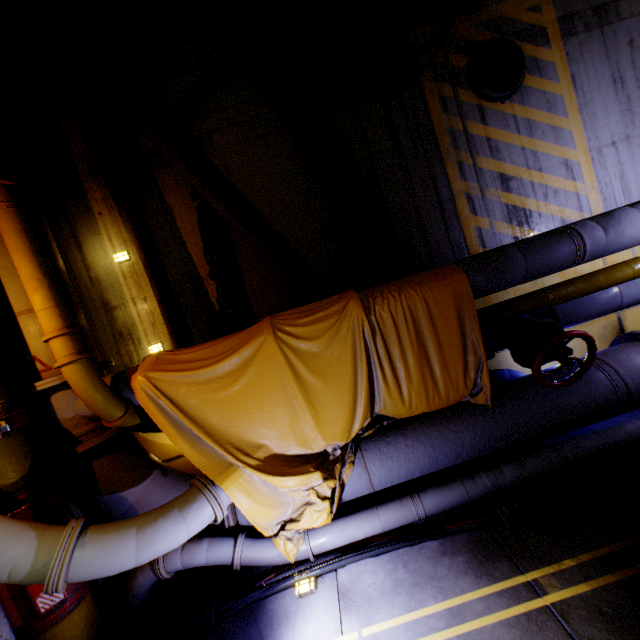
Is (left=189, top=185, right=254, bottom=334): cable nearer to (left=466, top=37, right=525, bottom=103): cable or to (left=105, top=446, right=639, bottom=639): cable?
(left=466, top=37, right=525, bottom=103): cable

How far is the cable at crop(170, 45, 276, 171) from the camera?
4.29m

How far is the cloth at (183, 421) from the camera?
3.2m

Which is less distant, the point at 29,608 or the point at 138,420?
the point at 29,608

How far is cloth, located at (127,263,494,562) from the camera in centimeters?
321cm

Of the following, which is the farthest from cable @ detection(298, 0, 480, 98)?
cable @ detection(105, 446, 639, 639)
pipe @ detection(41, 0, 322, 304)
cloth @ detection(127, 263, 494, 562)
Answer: cable @ detection(105, 446, 639, 639)

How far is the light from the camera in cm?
291

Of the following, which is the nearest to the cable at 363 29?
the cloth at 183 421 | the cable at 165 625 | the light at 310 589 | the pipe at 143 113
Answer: the pipe at 143 113
